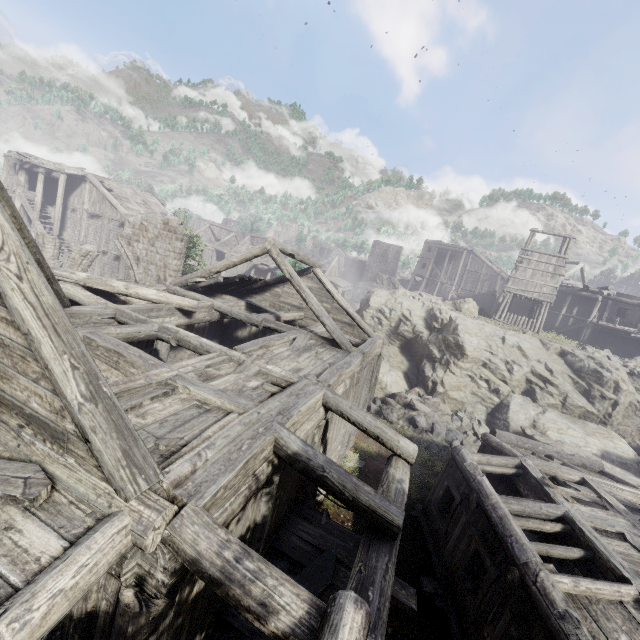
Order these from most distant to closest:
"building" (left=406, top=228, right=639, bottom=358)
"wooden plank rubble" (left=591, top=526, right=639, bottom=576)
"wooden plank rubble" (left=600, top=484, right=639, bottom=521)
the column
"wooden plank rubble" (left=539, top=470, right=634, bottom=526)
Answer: "building" (left=406, top=228, right=639, bottom=358)
the column
"wooden plank rubble" (left=600, top=484, right=639, bottom=521)
"wooden plank rubble" (left=539, top=470, right=634, bottom=526)
"wooden plank rubble" (left=591, top=526, right=639, bottom=576)

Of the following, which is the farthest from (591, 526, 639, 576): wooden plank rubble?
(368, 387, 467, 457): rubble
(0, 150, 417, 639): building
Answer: (368, 387, 467, 457): rubble

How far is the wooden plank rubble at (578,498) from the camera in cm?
889

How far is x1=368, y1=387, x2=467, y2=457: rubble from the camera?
16.9 meters

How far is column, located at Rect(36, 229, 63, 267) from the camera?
16.24m

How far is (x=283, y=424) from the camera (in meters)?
5.64

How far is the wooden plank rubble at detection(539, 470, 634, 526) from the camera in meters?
8.9 m

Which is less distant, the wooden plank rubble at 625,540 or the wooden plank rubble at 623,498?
the wooden plank rubble at 625,540
